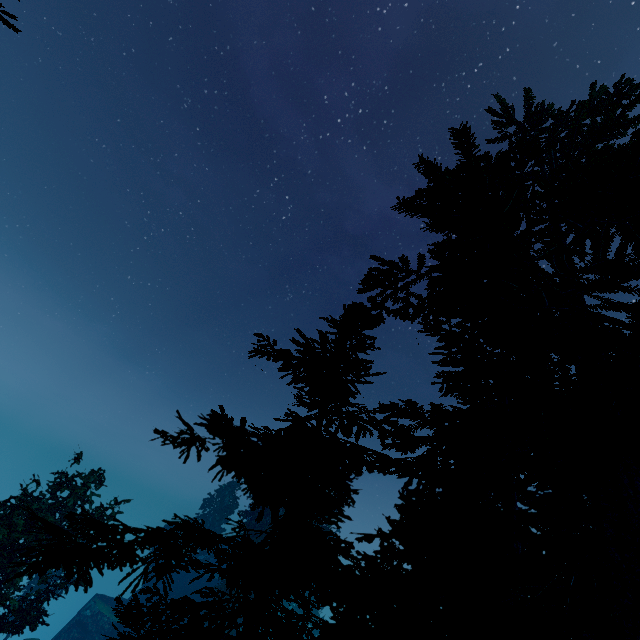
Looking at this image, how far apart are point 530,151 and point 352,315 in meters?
9.0

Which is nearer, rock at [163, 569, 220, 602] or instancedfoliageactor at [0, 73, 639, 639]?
instancedfoliageactor at [0, 73, 639, 639]

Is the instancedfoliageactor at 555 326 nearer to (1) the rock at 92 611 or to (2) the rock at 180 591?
(2) the rock at 180 591

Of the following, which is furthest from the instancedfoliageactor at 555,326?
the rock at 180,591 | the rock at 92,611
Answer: the rock at 92,611

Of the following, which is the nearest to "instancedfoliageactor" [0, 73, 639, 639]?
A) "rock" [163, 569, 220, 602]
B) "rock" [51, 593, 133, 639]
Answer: "rock" [163, 569, 220, 602]

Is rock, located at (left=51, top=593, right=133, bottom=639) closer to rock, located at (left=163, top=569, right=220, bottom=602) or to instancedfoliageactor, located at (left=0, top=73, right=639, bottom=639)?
rock, located at (left=163, top=569, right=220, bottom=602)
